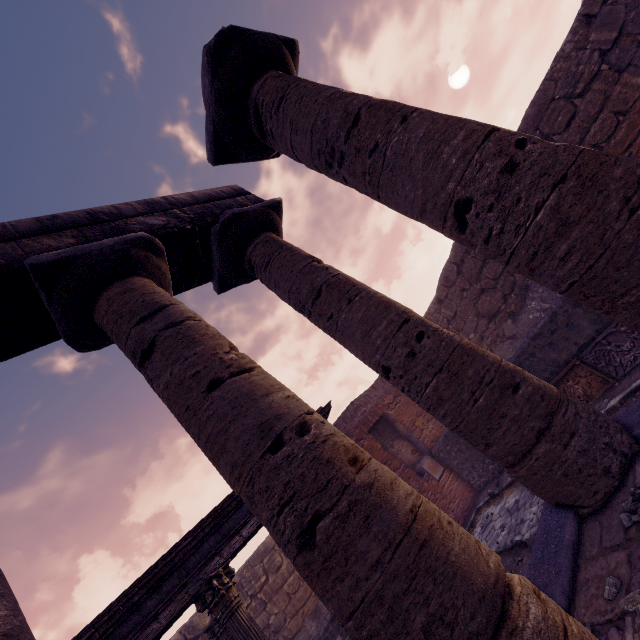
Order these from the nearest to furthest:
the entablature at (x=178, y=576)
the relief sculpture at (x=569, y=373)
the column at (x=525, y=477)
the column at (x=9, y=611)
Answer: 1. the column at (x=9, y=611)
2. the column at (x=525, y=477)
3. the entablature at (x=178, y=576)
4. the relief sculpture at (x=569, y=373)

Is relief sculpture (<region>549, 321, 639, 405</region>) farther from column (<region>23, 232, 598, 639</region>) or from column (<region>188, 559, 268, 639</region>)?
column (<region>188, 559, 268, 639</region>)

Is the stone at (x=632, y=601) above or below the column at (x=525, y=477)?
below

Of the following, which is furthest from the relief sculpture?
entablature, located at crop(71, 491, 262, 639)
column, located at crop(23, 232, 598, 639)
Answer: column, located at crop(23, 232, 598, 639)

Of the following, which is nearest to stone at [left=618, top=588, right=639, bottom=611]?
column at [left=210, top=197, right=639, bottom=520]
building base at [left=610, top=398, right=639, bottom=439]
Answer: column at [left=210, top=197, right=639, bottom=520]

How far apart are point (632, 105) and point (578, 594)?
10.3 meters

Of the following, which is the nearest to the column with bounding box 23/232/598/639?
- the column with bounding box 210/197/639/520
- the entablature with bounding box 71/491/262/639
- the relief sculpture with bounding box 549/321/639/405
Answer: the column with bounding box 210/197/639/520

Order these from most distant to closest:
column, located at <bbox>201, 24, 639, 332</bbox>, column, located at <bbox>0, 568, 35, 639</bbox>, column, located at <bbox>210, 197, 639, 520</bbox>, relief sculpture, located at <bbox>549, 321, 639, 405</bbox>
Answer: relief sculpture, located at <bbox>549, 321, 639, 405</bbox> < column, located at <bbox>210, 197, 639, 520</bbox> < column, located at <bbox>201, 24, 639, 332</bbox> < column, located at <bbox>0, 568, 35, 639</bbox>
